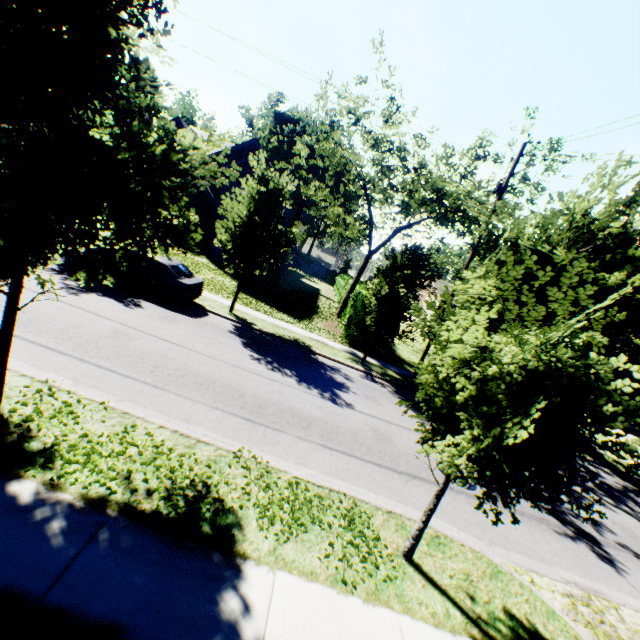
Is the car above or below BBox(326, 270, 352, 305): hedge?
below

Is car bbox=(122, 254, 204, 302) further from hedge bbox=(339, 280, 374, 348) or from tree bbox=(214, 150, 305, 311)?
hedge bbox=(339, 280, 374, 348)

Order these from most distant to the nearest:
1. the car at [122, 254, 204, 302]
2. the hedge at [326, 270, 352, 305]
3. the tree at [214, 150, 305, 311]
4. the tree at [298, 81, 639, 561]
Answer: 1. the hedge at [326, 270, 352, 305]
2. the tree at [214, 150, 305, 311]
3. the car at [122, 254, 204, 302]
4. the tree at [298, 81, 639, 561]

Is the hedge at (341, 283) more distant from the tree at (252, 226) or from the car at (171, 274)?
the car at (171, 274)

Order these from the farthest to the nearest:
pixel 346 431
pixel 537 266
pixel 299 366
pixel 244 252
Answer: pixel 244 252 < pixel 299 366 < pixel 346 431 < pixel 537 266

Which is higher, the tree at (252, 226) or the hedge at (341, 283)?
the tree at (252, 226)

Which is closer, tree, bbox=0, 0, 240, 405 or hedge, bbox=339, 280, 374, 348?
tree, bbox=0, 0, 240, 405
